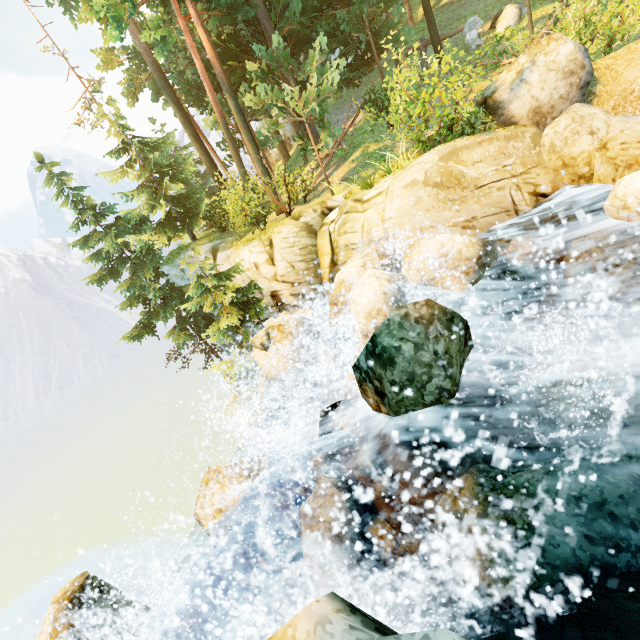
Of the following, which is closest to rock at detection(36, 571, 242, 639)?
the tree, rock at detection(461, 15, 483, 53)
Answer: the tree

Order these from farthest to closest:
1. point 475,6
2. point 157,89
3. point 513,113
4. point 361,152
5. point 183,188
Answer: point 183,188 → point 157,89 → point 475,6 → point 361,152 → point 513,113

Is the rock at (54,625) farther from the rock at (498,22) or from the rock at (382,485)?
the rock at (498,22)

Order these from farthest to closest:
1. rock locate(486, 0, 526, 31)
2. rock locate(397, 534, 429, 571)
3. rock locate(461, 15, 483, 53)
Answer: rock locate(461, 15, 483, 53), rock locate(486, 0, 526, 31), rock locate(397, 534, 429, 571)

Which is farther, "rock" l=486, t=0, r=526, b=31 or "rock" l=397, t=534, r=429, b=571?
"rock" l=486, t=0, r=526, b=31

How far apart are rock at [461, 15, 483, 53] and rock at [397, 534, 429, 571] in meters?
21.8

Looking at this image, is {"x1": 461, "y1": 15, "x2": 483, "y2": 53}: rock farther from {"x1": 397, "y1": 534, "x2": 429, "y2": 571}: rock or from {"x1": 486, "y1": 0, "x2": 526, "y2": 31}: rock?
{"x1": 397, "y1": 534, "x2": 429, "y2": 571}: rock

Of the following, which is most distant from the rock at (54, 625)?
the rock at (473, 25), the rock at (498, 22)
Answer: the rock at (473, 25)
